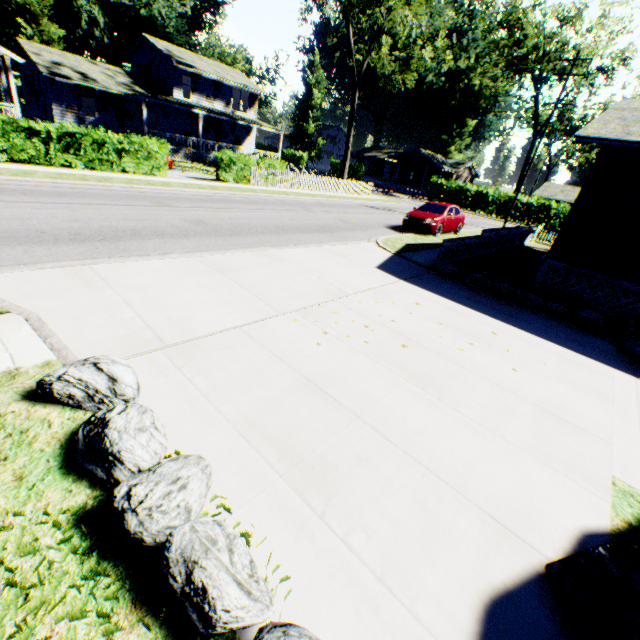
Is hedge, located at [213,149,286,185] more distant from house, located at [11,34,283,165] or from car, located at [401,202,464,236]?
house, located at [11,34,283,165]

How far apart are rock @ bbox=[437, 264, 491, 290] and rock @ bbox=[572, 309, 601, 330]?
2.19m

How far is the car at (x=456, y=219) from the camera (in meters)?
16.31

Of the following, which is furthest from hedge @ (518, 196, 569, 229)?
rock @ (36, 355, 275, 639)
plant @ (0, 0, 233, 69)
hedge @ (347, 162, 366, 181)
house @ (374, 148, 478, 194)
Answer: rock @ (36, 355, 275, 639)

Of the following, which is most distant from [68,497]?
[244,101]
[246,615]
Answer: [244,101]

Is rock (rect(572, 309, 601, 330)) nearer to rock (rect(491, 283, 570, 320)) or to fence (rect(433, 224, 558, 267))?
rock (rect(491, 283, 570, 320))

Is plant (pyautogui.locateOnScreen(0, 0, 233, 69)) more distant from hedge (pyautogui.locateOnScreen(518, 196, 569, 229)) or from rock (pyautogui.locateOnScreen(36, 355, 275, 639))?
rock (pyautogui.locateOnScreen(36, 355, 275, 639))

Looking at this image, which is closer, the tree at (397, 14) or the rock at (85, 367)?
the rock at (85, 367)
